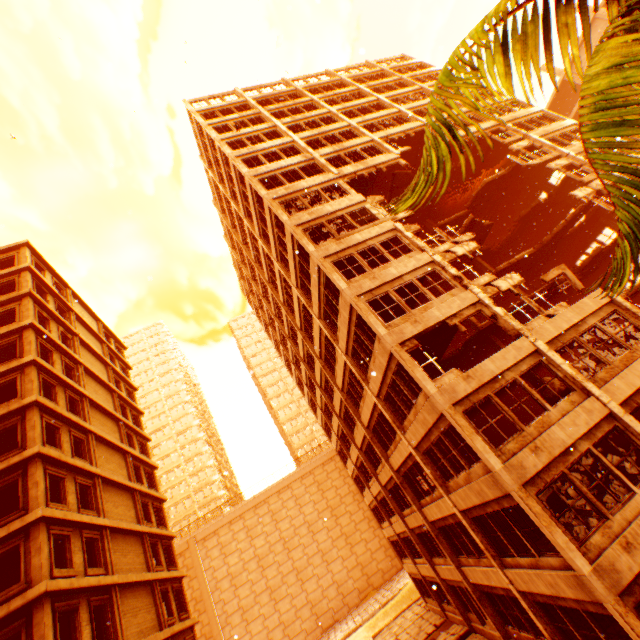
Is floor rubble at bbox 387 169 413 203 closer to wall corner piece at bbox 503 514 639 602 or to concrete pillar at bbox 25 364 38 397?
wall corner piece at bbox 503 514 639 602

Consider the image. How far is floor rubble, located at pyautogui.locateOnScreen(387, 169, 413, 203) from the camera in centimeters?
2372cm

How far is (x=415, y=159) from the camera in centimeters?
2766cm

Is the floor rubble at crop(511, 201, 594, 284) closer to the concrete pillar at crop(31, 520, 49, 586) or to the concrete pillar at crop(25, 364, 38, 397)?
the concrete pillar at crop(25, 364, 38, 397)

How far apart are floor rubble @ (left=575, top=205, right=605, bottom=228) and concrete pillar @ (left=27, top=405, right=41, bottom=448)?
38.14m

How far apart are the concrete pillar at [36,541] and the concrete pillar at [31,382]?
6.6m

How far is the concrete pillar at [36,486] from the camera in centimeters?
1443cm

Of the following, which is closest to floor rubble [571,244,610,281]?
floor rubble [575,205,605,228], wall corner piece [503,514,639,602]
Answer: Answer: floor rubble [575,205,605,228]
